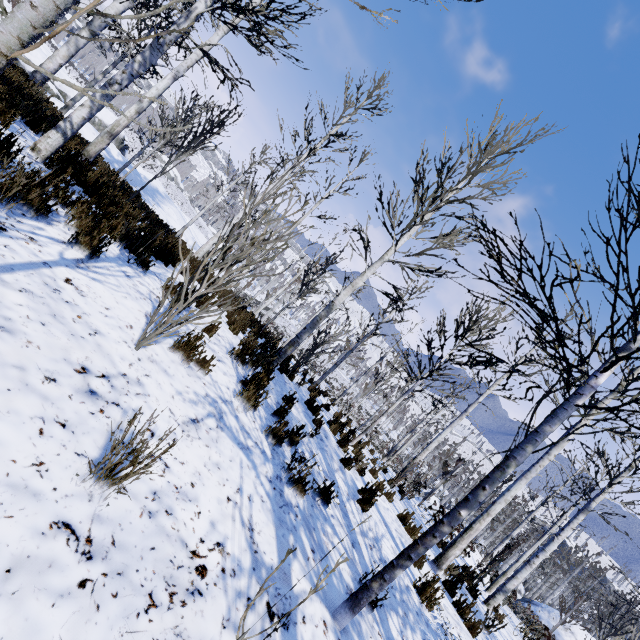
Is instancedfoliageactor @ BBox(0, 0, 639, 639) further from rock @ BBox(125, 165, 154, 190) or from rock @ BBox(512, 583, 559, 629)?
rock @ BBox(512, 583, 559, 629)

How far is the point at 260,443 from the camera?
3.8m

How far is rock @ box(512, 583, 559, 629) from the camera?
26.5 meters

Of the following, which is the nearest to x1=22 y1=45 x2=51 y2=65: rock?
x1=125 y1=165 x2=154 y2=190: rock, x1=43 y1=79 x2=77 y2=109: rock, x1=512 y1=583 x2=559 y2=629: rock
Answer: x1=43 y1=79 x2=77 y2=109: rock

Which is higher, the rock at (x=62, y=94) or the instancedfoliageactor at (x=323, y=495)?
the instancedfoliageactor at (x=323, y=495)

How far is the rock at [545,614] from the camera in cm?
2647

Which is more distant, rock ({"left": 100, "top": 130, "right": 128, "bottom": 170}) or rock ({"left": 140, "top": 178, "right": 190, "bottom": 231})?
rock ({"left": 140, "top": 178, "right": 190, "bottom": 231})

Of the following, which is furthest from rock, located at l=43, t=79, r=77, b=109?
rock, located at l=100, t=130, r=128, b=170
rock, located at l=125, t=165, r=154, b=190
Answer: rock, located at l=125, t=165, r=154, b=190
